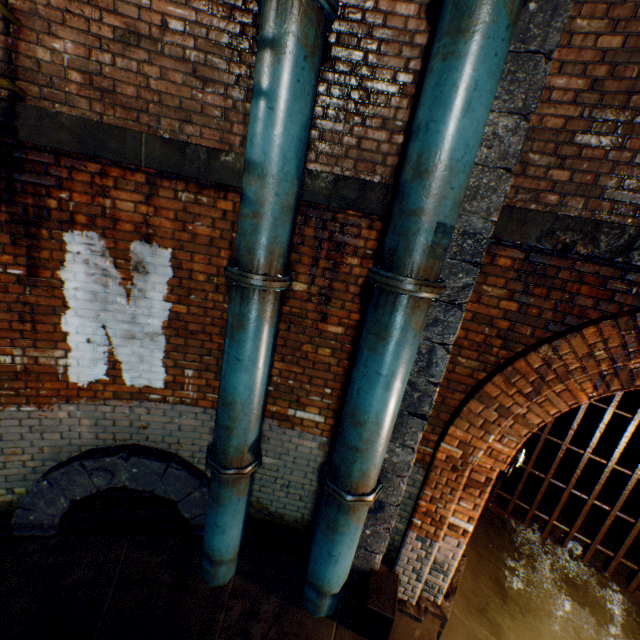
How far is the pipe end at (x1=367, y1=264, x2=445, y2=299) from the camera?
2.46m

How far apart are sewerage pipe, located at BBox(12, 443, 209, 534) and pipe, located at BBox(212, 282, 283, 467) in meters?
0.7

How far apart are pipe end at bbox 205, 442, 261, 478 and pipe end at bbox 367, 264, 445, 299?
2.22m

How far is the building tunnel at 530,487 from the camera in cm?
676

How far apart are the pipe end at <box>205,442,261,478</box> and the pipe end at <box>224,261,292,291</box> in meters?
1.9 m

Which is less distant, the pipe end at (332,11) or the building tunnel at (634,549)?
the pipe end at (332,11)

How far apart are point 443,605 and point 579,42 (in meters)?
5.80

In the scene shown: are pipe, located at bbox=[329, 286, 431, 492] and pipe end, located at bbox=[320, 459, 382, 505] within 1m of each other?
yes
